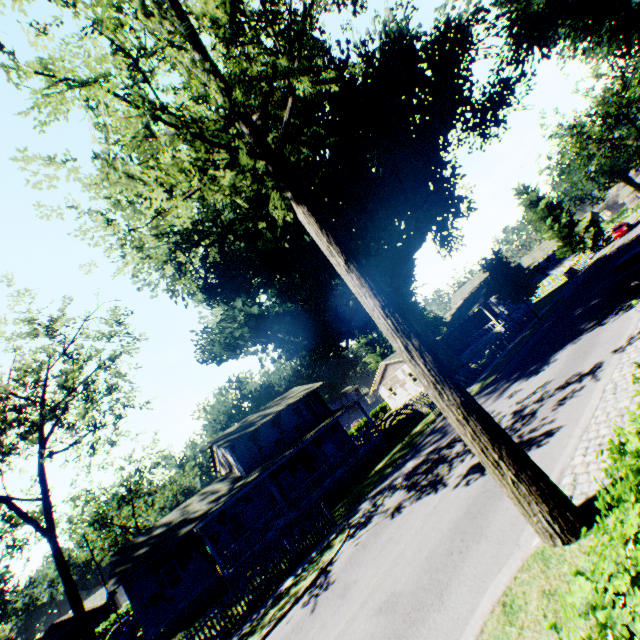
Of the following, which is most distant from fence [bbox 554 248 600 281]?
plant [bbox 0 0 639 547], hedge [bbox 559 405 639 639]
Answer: hedge [bbox 559 405 639 639]

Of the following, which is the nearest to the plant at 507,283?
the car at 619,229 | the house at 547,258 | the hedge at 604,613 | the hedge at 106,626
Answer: the house at 547,258

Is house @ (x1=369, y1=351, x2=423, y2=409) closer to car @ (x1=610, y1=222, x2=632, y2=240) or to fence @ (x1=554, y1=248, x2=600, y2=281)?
fence @ (x1=554, y1=248, x2=600, y2=281)

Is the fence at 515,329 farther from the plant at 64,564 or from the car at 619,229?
the car at 619,229

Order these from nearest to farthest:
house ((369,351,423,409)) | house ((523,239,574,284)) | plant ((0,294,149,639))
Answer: plant ((0,294,149,639)) < house ((369,351,423,409)) < house ((523,239,574,284))

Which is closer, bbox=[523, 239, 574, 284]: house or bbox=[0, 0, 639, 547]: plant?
bbox=[0, 0, 639, 547]: plant

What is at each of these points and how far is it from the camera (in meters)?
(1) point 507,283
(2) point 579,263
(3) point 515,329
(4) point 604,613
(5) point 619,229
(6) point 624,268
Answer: (1) plant, 29.50
(2) fence, 44.72
(3) fence, 31.31
(4) hedge, 1.81
(5) car, 44.25
(6) car, 16.23

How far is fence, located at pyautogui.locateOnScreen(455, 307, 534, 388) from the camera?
25.67m
